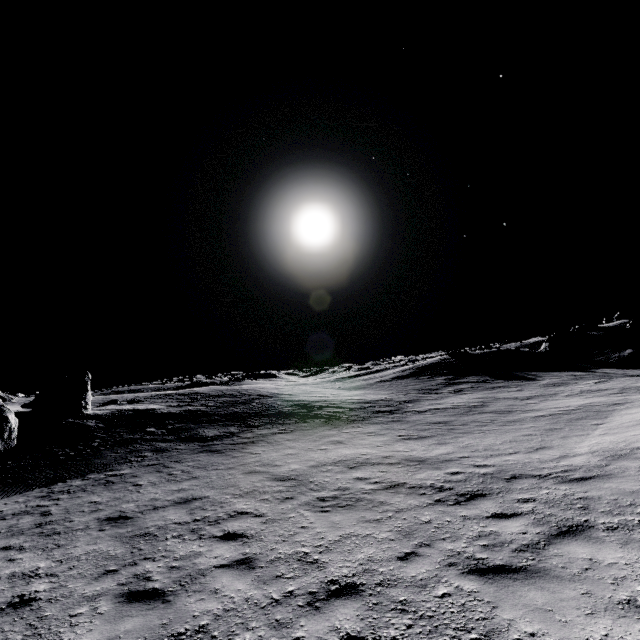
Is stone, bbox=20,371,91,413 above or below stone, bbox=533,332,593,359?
above

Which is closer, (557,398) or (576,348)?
(557,398)

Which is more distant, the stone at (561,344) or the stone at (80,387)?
the stone at (561,344)

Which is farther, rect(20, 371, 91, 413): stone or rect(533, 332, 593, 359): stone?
rect(533, 332, 593, 359): stone

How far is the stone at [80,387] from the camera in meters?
20.4

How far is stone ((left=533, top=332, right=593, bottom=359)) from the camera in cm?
3491

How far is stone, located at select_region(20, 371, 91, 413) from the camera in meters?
20.4 m
